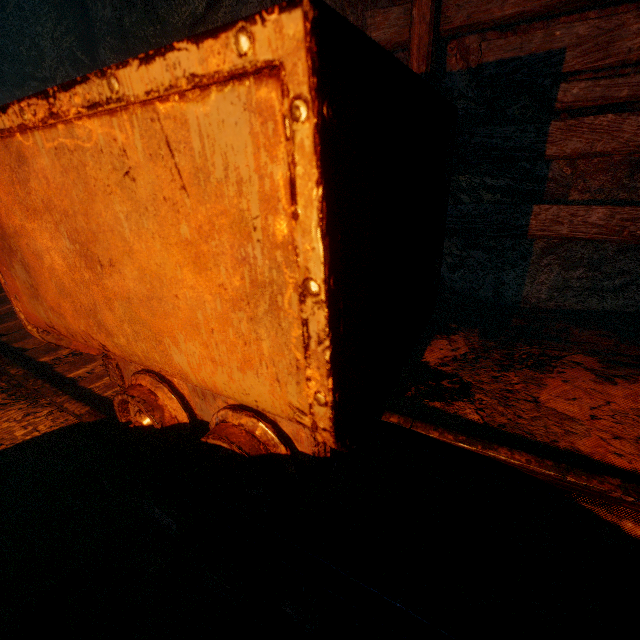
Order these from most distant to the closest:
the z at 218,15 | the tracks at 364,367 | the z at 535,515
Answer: the z at 218,15 < the z at 535,515 < the tracks at 364,367

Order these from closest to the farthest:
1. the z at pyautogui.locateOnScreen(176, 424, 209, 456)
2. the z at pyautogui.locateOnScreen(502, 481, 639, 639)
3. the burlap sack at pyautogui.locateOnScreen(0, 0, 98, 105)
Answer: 1. the z at pyautogui.locateOnScreen(502, 481, 639, 639)
2. the z at pyautogui.locateOnScreen(176, 424, 209, 456)
3. the burlap sack at pyautogui.locateOnScreen(0, 0, 98, 105)

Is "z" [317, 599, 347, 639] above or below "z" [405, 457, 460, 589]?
below

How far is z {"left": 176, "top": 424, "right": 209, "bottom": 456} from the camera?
1.7 meters

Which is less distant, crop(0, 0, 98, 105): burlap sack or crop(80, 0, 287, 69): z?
crop(80, 0, 287, 69): z

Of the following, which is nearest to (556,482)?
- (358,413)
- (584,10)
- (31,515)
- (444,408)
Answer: (444,408)

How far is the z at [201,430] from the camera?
1.7m
